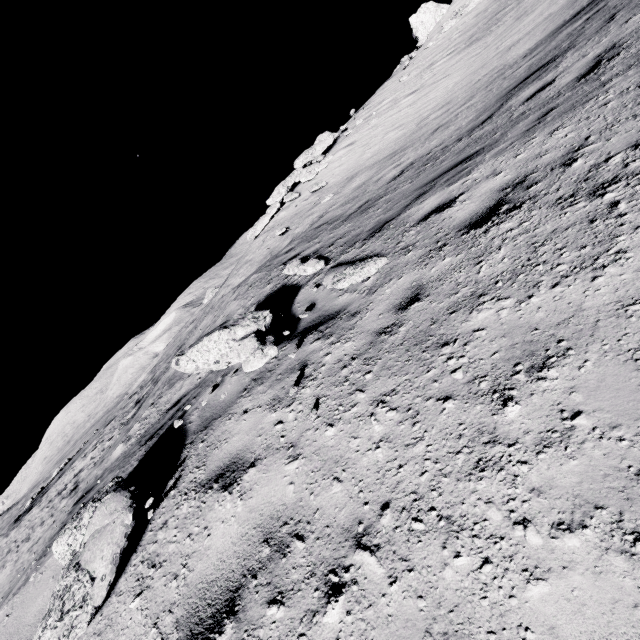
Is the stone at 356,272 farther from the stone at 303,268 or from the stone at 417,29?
the stone at 417,29

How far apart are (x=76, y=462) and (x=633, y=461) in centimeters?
2558cm

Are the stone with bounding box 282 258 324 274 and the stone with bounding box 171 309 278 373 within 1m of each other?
no

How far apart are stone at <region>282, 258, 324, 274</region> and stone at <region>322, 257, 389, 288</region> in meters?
0.4 m

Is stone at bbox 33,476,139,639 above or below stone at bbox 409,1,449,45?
below

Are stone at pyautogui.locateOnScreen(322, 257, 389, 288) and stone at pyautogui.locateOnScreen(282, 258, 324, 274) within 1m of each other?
yes

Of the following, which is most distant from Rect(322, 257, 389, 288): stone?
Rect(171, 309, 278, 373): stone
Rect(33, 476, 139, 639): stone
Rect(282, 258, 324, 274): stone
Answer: Rect(33, 476, 139, 639): stone

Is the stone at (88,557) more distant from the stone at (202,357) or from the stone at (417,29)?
the stone at (417,29)
